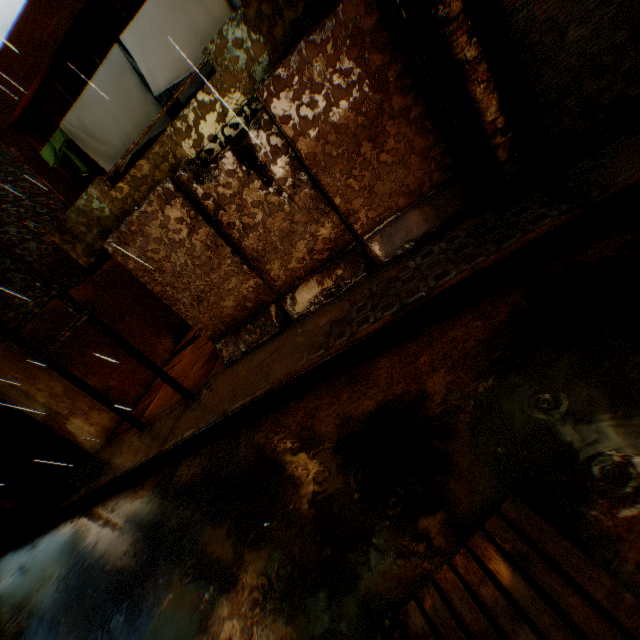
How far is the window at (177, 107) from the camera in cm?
658

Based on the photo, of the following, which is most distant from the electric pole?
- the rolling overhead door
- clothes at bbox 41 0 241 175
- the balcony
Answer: the rolling overhead door

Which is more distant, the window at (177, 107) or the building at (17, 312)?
the building at (17, 312)

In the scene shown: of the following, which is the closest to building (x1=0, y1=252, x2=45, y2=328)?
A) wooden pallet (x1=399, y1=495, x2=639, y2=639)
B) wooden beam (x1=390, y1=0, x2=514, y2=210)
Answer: wooden beam (x1=390, y1=0, x2=514, y2=210)

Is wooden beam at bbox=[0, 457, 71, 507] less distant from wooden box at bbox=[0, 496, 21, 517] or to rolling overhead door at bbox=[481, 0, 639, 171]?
rolling overhead door at bbox=[481, 0, 639, 171]

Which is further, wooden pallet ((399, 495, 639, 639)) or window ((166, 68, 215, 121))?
window ((166, 68, 215, 121))

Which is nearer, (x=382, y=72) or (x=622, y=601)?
(x=622, y=601)

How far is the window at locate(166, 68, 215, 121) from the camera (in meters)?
6.58
